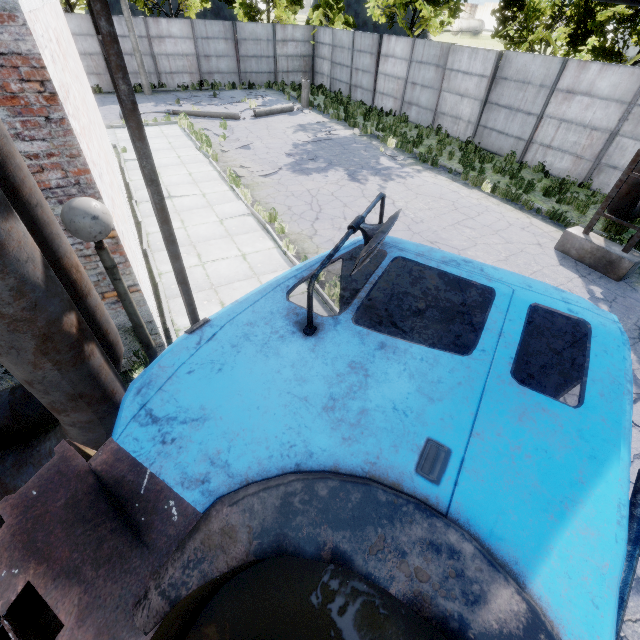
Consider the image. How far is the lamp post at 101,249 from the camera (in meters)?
2.25

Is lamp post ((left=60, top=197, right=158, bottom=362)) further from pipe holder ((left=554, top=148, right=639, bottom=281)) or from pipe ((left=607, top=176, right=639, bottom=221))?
pipe holder ((left=554, top=148, right=639, bottom=281))

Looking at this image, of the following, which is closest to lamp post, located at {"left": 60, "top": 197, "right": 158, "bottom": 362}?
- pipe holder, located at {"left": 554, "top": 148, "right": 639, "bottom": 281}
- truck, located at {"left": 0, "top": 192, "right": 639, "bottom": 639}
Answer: truck, located at {"left": 0, "top": 192, "right": 639, "bottom": 639}

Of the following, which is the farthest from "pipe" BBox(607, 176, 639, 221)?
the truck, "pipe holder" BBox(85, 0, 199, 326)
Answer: the truck

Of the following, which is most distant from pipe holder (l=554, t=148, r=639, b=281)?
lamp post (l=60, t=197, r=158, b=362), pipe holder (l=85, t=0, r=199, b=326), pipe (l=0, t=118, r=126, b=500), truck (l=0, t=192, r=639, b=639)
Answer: lamp post (l=60, t=197, r=158, b=362)

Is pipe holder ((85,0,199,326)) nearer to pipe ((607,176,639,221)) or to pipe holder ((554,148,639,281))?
pipe ((607,176,639,221))

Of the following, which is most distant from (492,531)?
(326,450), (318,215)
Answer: (318,215)

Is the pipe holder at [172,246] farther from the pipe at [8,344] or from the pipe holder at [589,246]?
the pipe holder at [589,246]
